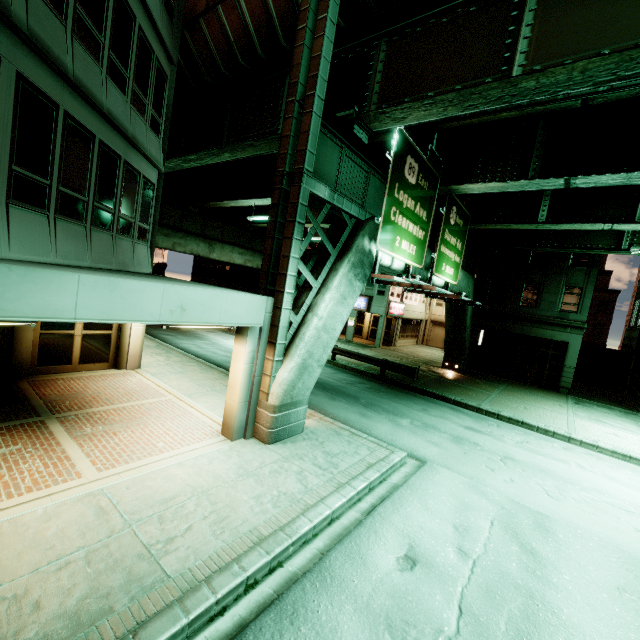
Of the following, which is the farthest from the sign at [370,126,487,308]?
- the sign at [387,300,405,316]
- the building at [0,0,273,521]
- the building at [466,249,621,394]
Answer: the sign at [387,300,405,316]

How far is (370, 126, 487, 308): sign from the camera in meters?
9.9

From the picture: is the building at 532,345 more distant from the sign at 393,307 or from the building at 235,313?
the building at 235,313

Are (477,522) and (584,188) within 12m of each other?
no

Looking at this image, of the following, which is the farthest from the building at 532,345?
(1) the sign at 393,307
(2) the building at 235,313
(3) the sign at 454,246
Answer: (2) the building at 235,313

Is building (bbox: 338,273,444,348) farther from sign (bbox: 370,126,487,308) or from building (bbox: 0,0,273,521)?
building (bbox: 0,0,273,521)

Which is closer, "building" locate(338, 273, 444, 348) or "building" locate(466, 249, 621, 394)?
"building" locate(466, 249, 621, 394)

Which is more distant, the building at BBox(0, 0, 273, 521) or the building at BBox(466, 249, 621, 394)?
the building at BBox(466, 249, 621, 394)
